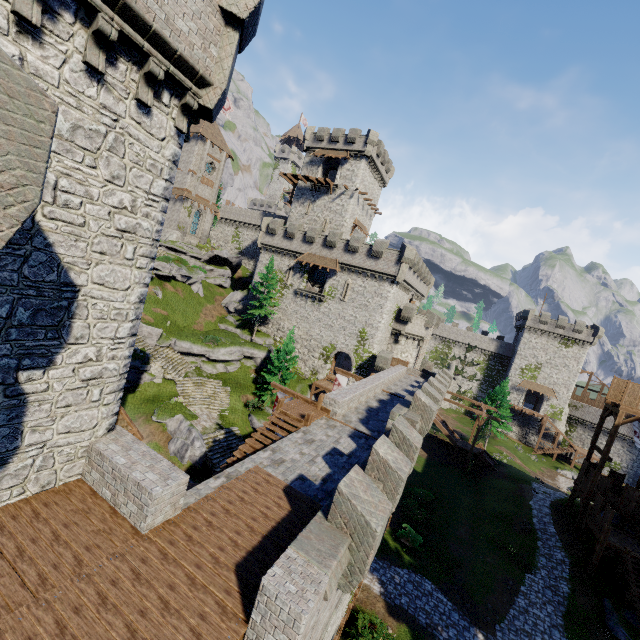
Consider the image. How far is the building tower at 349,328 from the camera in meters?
36.8 m

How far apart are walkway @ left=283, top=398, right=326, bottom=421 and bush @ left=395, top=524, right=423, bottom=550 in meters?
13.6

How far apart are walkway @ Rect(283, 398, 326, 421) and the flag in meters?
9.5 m

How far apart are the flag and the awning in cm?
1854

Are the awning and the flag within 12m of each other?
no

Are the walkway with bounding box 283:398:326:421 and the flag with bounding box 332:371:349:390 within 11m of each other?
yes

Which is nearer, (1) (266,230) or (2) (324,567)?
(2) (324,567)

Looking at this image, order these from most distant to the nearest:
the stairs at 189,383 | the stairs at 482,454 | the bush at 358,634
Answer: the stairs at 482,454
the stairs at 189,383
the bush at 358,634
